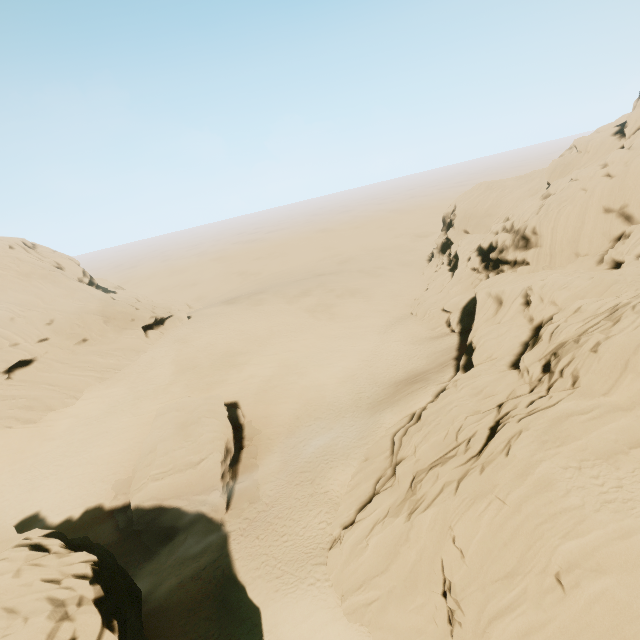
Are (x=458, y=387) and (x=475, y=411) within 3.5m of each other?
yes

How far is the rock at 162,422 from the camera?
23.7m

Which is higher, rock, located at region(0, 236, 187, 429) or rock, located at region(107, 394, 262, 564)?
rock, located at region(0, 236, 187, 429)

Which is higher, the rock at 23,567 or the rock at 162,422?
the rock at 23,567

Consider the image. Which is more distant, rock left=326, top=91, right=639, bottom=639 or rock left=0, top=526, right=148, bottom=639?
rock left=326, top=91, right=639, bottom=639

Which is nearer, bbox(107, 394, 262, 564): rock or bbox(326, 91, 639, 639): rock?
bbox(326, 91, 639, 639): rock
